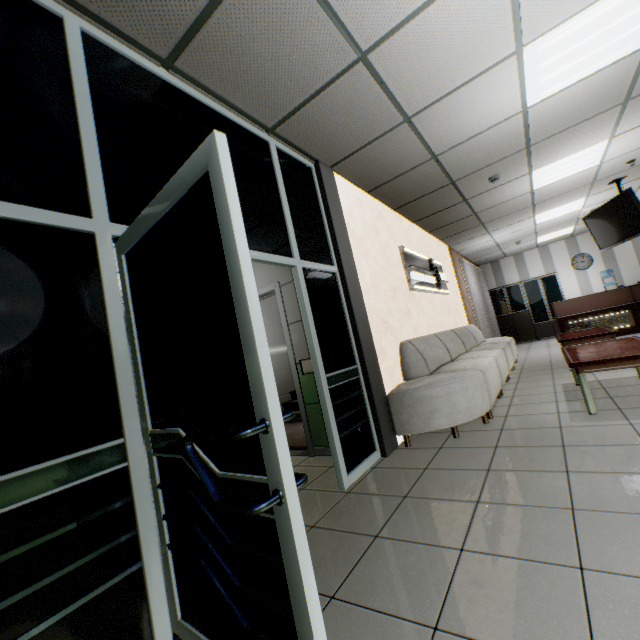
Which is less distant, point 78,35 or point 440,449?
point 78,35

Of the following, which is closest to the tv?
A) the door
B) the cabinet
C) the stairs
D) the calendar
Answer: the stairs

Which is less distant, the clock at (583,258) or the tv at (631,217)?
the tv at (631,217)

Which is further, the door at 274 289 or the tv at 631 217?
the tv at 631 217

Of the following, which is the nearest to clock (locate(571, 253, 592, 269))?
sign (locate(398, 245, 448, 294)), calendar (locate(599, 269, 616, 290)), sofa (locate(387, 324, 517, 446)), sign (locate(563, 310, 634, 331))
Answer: calendar (locate(599, 269, 616, 290))

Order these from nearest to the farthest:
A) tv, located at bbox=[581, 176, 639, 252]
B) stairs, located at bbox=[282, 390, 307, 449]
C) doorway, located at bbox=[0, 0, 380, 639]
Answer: doorway, located at bbox=[0, 0, 380, 639] < stairs, located at bbox=[282, 390, 307, 449] < tv, located at bbox=[581, 176, 639, 252]

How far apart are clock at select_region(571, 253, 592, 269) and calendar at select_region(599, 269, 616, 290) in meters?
0.3 m

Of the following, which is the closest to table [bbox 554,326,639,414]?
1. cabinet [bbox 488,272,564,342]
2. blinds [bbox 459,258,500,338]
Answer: blinds [bbox 459,258,500,338]
